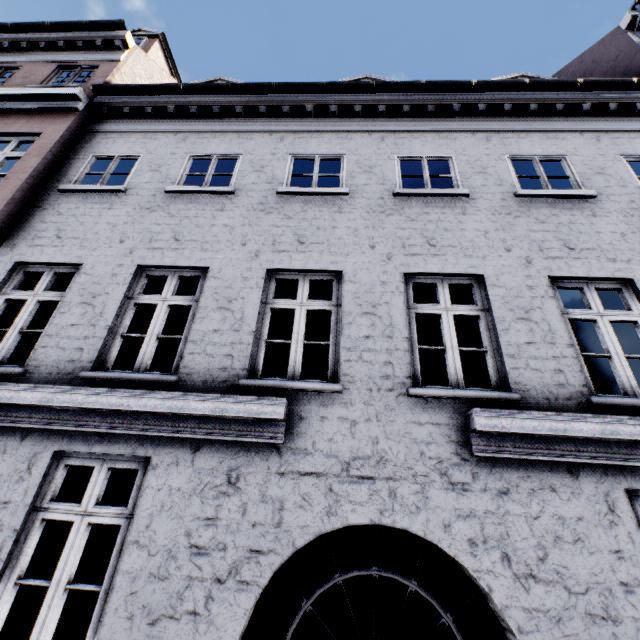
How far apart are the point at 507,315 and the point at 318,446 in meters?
3.0 m
